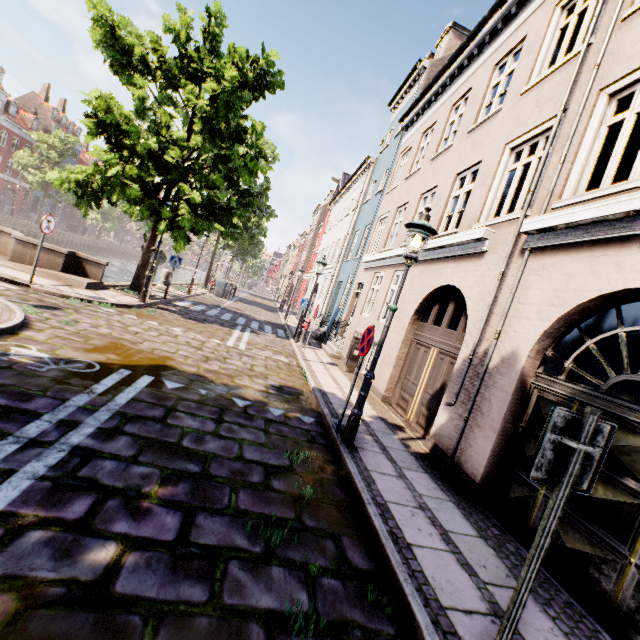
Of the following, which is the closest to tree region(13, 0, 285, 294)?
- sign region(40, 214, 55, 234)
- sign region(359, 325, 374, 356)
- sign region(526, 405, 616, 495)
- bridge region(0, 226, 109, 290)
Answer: bridge region(0, 226, 109, 290)

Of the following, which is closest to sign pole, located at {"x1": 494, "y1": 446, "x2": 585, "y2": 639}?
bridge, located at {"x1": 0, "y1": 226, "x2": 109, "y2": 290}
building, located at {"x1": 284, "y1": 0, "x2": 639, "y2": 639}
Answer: bridge, located at {"x1": 0, "y1": 226, "x2": 109, "y2": 290}

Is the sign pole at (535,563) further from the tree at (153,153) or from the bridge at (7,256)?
the bridge at (7,256)

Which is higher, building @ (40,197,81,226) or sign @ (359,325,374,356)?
building @ (40,197,81,226)

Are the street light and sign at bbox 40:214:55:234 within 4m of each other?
no

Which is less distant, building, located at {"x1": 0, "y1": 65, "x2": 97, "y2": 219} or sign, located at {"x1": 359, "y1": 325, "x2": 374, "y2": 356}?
sign, located at {"x1": 359, "y1": 325, "x2": 374, "y2": 356}

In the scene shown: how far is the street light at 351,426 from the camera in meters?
4.9 m

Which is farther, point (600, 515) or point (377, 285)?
point (377, 285)
